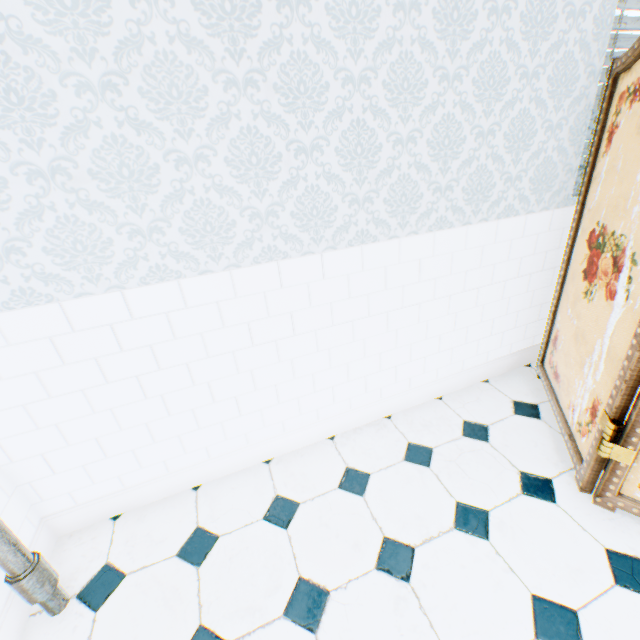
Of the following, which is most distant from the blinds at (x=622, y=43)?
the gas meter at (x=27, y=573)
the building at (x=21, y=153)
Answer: the gas meter at (x=27, y=573)

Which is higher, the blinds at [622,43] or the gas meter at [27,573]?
the blinds at [622,43]

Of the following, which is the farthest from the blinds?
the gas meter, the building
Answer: the gas meter

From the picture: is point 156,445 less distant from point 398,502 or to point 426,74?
point 398,502

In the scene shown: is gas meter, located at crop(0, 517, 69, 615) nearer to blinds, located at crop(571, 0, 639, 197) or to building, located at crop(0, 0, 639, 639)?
building, located at crop(0, 0, 639, 639)

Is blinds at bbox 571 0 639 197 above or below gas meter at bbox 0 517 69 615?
above

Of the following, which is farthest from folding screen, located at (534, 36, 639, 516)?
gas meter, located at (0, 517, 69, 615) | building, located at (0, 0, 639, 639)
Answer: gas meter, located at (0, 517, 69, 615)

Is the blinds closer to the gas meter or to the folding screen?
the folding screen
